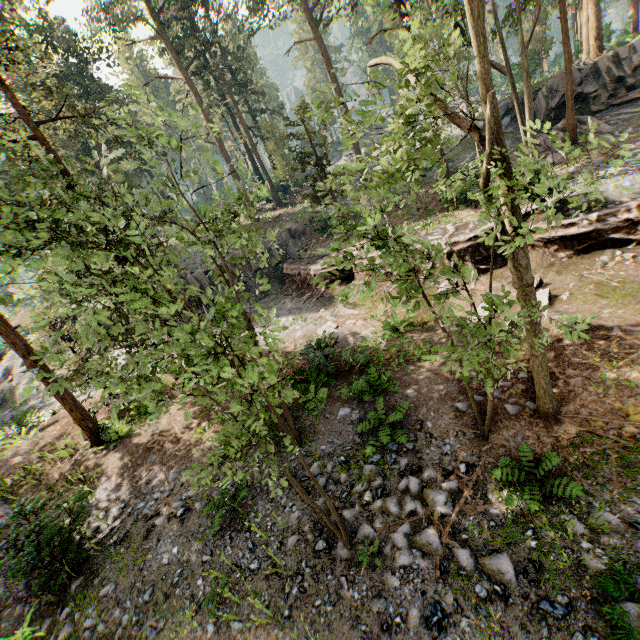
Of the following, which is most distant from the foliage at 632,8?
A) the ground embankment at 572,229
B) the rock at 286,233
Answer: the rock at 286,233

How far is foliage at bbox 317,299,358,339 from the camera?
14.4 meters

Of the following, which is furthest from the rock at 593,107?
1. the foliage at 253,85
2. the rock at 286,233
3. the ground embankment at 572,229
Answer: the rock at 286,233

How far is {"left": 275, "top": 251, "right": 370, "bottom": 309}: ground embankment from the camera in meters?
20.4

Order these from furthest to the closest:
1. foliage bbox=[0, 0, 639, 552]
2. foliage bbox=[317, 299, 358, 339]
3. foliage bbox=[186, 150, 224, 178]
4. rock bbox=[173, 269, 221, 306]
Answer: rock bbox=[173, 269, 221, 306], foliage bbox=[317, 299, 358, 339], foliage bbox=[186, 150, 224, 178], foliage bbox=[0, 0, 639, 552]

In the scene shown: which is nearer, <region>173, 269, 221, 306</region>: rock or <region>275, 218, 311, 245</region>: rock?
<region>173, 269, 221, 306</region>: rock

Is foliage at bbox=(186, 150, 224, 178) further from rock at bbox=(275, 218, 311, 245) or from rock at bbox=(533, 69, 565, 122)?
rock at bbox=(275, 218, 311, 245)

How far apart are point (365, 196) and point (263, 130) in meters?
15.7
